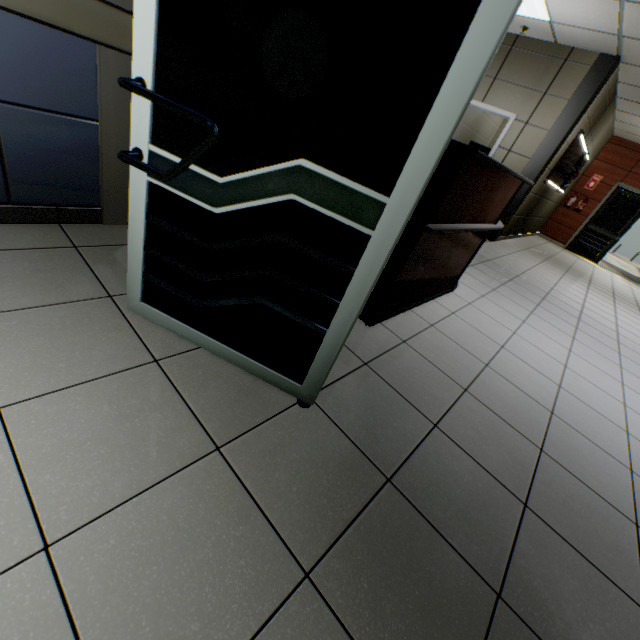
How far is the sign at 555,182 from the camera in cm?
665

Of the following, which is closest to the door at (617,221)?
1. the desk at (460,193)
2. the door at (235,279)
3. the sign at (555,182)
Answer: the sign at (555,182)

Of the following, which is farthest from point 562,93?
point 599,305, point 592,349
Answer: point 592,349

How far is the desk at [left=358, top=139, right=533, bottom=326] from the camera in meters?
1.8 m

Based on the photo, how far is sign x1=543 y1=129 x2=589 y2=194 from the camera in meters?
6.6

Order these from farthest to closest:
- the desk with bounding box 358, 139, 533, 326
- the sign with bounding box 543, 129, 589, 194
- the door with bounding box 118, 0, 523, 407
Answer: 1. the sign with bounding box 543, 129, 589, 194
2. the desk with bounding box 358, 139, 533, 326
3. the door with bounding box 118, 0, 523, 407

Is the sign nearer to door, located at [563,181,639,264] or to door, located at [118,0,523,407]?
door, located at [563,181,639,264]

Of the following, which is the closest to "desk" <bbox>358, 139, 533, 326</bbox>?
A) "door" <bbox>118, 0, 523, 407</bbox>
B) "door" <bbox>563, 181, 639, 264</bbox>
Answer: "door" <bbox>118, 0, 523, 407</bbox>
